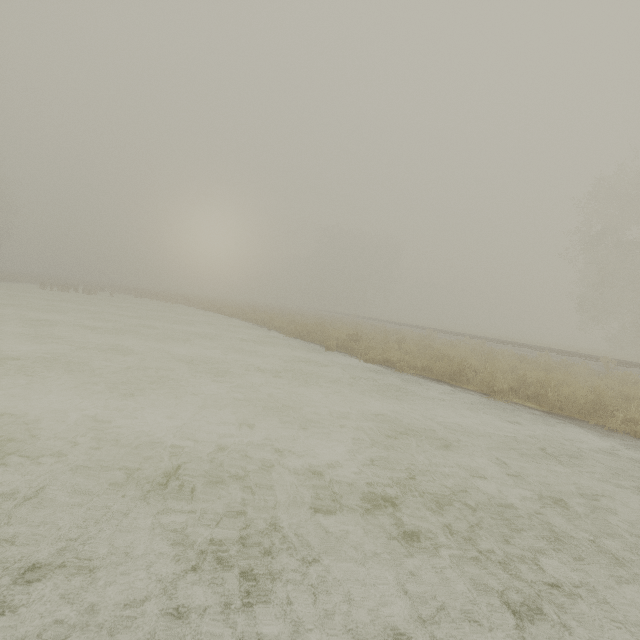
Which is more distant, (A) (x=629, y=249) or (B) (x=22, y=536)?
(A) (x=629, y=249)
